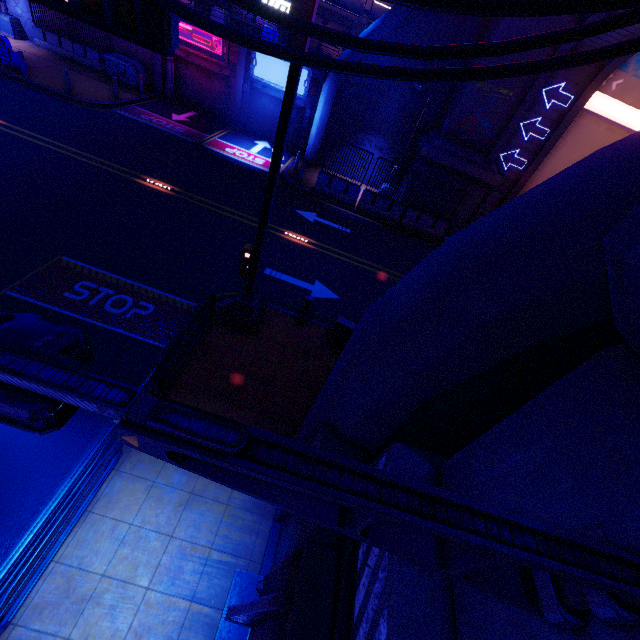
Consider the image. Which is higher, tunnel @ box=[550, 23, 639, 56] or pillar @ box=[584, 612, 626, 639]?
tunnel @ box=[550, 23, 639, 56]

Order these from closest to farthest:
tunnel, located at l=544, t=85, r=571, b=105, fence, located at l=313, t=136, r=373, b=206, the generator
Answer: tunnel, located at l=544, t=85, r=571, b=105, fence, located at l=313, t=136, r=373, b=206, the generator

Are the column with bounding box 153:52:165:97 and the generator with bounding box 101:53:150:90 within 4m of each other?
yes

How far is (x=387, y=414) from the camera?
4.03m

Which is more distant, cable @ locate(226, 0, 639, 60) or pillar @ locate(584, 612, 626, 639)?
cable @ locate(226, 0, 639, 60)

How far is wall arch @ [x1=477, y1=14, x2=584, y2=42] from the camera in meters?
12.6

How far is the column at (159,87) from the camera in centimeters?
2020cm

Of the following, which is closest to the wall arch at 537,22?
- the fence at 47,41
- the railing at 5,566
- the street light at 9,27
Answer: the railing at 5,566
